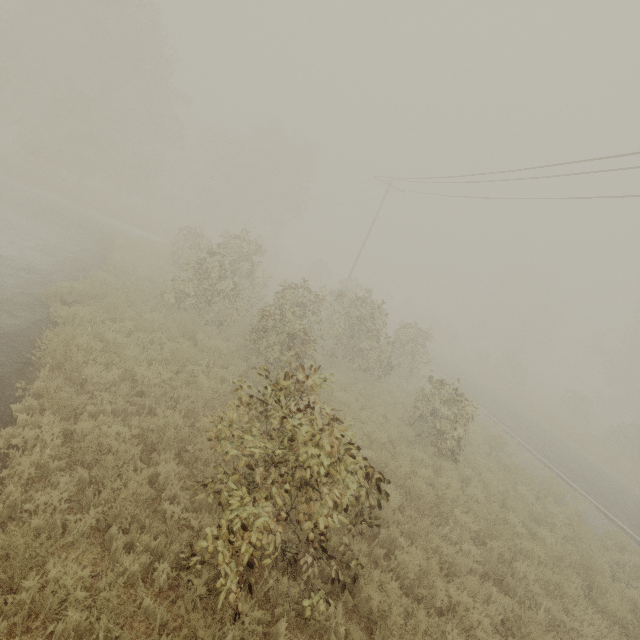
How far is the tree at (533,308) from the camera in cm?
3597

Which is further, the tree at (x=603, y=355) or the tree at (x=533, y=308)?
the tree at (x=533, y=308)

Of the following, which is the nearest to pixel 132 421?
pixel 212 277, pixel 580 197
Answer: pixel 212 277

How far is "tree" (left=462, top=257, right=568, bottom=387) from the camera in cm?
3597

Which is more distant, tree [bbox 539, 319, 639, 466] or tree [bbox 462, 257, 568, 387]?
tree [bbox 462, 257, 568, 387]
